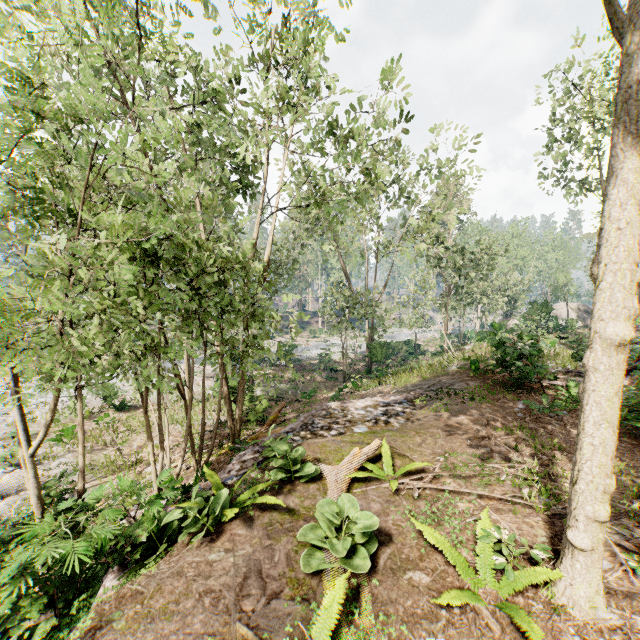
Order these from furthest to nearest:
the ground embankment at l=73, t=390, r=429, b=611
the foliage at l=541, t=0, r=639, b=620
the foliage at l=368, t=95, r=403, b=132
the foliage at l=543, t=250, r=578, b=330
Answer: the foliage at l=543, t=250, r=578, b=330 → the foliage at l=368, t=95, r=403, b=132 → the ground embankment at l=73, t=390, r=429, b=611 → the foliage at l=541, t=0, r=639, b=620

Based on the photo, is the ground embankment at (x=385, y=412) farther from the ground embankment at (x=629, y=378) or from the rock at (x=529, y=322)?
the rock at (x=529, y=322)

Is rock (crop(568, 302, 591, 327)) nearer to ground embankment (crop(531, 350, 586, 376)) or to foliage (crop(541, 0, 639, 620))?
foliage (crop(541, 0, 639, 620))

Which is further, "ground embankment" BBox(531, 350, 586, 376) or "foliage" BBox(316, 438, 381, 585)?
"ground embankment" BBox(531, 350, 586, 376)

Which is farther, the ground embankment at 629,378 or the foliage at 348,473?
the ground embankment at 629,378

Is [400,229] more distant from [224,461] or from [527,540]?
[527,540]

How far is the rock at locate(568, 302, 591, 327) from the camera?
32.2m
